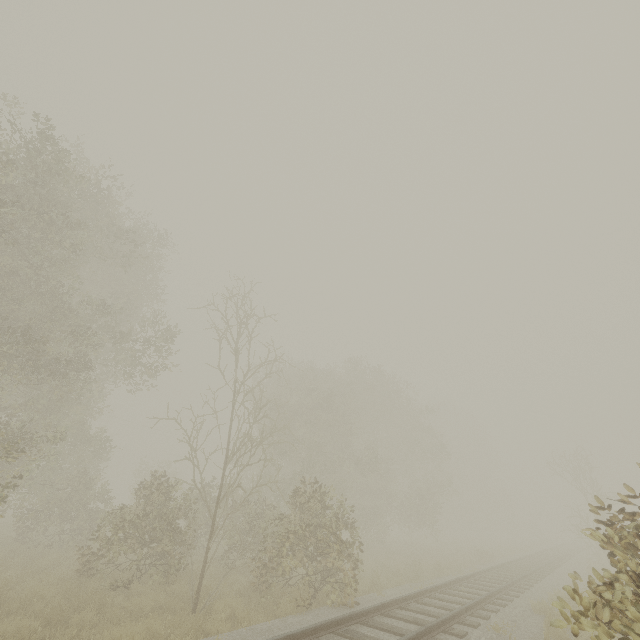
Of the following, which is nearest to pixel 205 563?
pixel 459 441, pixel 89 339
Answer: pixel 89 339
